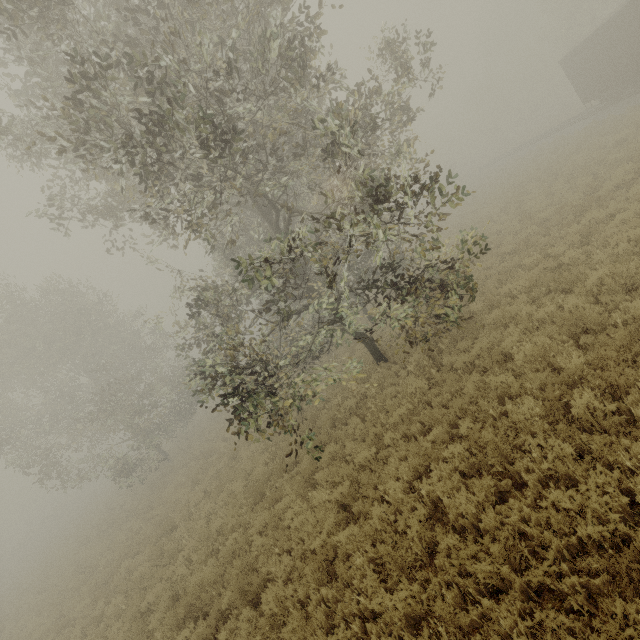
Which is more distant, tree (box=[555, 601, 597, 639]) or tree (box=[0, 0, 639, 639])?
tree (box=[0, 0, 639, 639])

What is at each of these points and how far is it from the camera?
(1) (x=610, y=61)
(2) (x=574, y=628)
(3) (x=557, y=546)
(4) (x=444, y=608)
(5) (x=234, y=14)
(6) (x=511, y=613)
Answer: (1) boxcar, 20.1 meters
(2) tree, 3.5 meters
(3) tree, 4.2 meters
(4) tree, 4.4 meters
(5) tree, 8.4 meters
(6) tree, 4.0 meters

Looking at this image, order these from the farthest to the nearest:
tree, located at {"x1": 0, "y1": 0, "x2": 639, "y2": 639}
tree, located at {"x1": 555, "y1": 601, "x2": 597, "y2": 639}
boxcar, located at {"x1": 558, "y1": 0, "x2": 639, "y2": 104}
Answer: boxcar, located at {"x1": 558, "y1": 0, "x2": 639, "y2": 104} → tree, located at {"x1": 0, "y1": 0, "x2": 639, "y2": 639} → tree, located at {"x1": 555, "y1": 601, "x2": 597, "y2": 639}

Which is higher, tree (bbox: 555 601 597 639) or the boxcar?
the boxcar

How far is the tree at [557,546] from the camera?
4.0 meters

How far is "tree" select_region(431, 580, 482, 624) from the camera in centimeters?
423cm

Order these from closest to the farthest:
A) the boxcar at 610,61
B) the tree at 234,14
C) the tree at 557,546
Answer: the tree at 557,546 → the tree at 234,14 → the boxcar at 610,61
